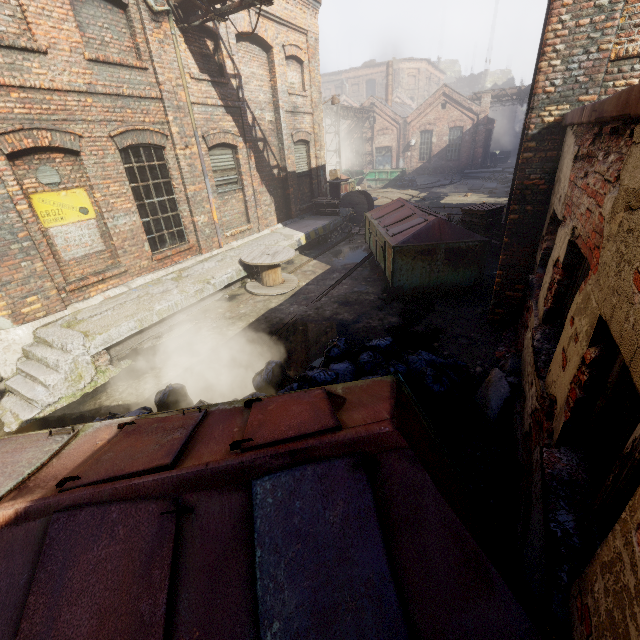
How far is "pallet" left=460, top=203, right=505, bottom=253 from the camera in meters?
10.2

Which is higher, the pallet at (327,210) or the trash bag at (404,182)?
the pallet at (327,210)

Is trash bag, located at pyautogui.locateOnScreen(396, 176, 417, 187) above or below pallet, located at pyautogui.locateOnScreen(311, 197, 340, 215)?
below

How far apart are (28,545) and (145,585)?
0.8m

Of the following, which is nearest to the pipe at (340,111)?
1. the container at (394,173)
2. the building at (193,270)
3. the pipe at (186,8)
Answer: the building at (193,270)

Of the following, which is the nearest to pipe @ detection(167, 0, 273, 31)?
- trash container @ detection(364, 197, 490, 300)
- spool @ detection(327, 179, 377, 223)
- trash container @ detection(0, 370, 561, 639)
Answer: trash container @ detection(364, 197, 490, 300)

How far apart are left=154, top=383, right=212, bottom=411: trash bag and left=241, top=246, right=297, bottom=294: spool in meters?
3.9 m

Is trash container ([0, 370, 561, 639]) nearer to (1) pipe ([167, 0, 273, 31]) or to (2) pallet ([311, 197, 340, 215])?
(1) pipe ([167, 0, 273, 31])
